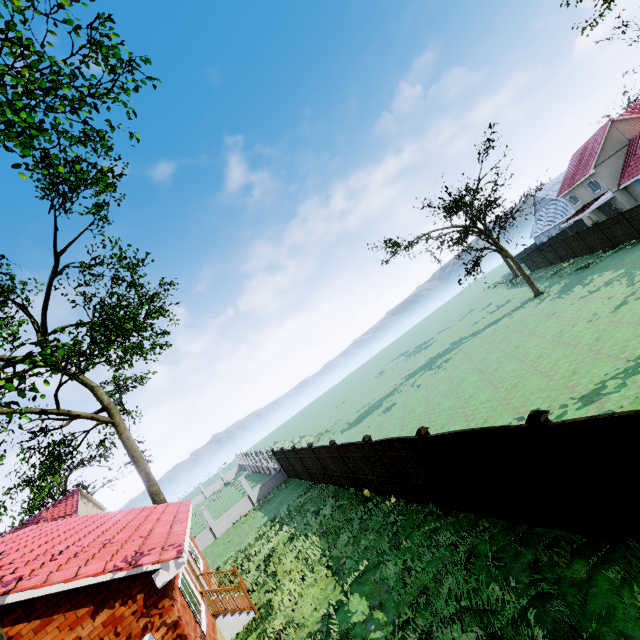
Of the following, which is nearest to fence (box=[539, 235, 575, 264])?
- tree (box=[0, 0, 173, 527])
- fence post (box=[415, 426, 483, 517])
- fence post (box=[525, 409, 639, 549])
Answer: tree (box=[0, 0, 173, 527])

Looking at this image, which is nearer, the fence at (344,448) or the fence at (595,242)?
the fence at (344,448)

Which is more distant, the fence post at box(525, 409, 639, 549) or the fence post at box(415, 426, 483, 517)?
the fence post at box(415, 426, 483, 517)

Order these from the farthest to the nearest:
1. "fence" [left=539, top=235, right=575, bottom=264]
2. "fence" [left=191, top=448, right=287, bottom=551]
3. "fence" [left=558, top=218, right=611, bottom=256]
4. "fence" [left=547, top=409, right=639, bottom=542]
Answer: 1. "fence" [left=539, top=235, right=575, bottom=264]
2. "fence" [left=558, top=218, right=611, bottom=256]
3. "fence" [left=191, top=448, right=287, bottom=551]
4. "fence" [left=547, top=409, right=639, bottom=542]

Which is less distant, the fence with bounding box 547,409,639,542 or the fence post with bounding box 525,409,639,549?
the fence with bounding box 547,409,639,542

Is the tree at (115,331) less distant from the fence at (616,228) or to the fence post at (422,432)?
the fence at (616,228)

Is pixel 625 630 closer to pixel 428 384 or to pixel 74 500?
pixel 428 384

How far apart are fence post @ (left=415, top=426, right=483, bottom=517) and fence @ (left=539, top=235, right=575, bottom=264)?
36.8 meters
